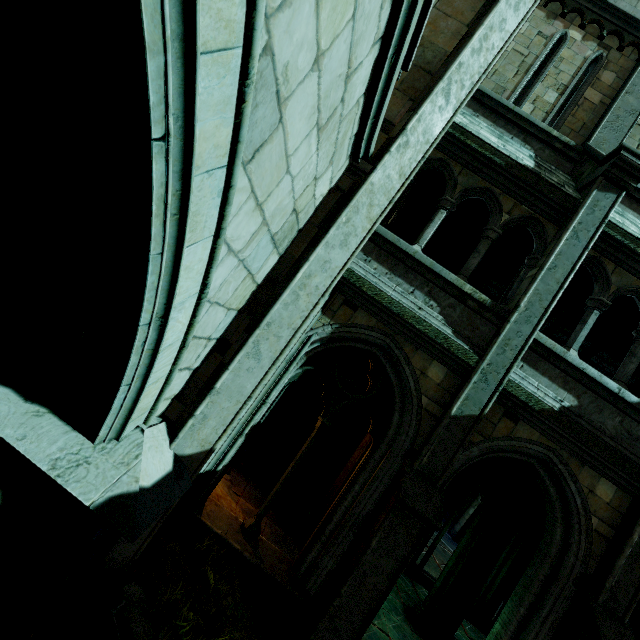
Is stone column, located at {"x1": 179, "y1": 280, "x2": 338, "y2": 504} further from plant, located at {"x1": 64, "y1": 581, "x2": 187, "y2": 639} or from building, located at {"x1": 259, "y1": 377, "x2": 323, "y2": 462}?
plant, located at {"x1": 64, "y1": 581, "x2": 187, "y2": 639}

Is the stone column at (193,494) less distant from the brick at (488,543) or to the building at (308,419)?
the building at (308,419)

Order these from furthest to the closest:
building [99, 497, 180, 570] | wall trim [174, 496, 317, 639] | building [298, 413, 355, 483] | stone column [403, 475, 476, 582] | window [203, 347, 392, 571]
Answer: building [298, 413, 355, 483], stone column [403, 475, 476, 582], window [203, 347, 392, 571], wall trim [174, 496, 317, 639], building [99, 497, 180, 570]

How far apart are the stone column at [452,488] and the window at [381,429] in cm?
595

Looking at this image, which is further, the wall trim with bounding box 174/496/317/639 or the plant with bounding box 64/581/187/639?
the wall trim with bounding box 174/496/317/639

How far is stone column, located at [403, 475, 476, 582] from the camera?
9.7m

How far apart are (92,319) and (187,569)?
3.80m

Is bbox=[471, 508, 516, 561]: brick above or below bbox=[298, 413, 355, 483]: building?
above
